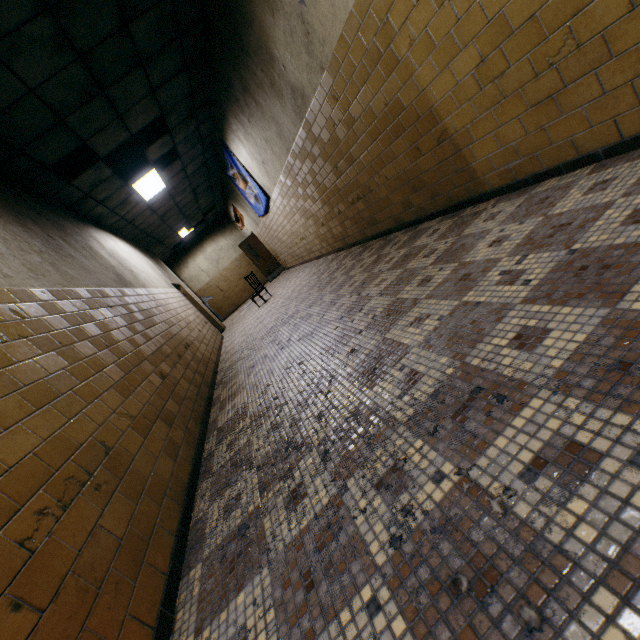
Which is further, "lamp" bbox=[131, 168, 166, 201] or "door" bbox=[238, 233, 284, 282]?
"door" bbox=[238, 233, 284, 282]

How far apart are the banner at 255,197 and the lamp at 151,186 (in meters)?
1.69

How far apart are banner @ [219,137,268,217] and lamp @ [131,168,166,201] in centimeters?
169cm

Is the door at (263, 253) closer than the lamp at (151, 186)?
No

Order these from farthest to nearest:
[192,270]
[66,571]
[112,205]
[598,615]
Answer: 1. [192,270]
2. [112,205]
3. [66,571]
4. [598,615]

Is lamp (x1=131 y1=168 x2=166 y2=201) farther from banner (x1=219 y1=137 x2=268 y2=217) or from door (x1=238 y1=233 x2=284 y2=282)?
door (x1=238 y1=233 x2=284 y2=282)

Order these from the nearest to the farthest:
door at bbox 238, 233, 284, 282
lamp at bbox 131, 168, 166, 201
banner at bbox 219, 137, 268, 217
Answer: lamp at bbox 131, 168, 166, 201 → banner at bbox 219, 137, 268, 217 → door at bbox 238, 233, 284, 282

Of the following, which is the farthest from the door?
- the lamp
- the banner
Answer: the lamp
